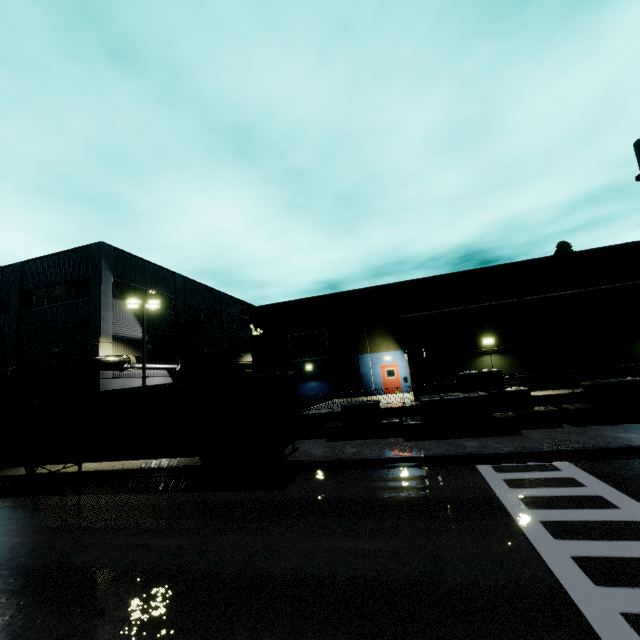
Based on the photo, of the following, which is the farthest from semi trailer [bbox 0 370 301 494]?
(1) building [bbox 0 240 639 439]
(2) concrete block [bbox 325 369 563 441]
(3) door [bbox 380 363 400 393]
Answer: (3) door [bbox 380 363 400 393]

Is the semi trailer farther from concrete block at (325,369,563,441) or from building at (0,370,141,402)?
concrete block at (325,369,563,441)

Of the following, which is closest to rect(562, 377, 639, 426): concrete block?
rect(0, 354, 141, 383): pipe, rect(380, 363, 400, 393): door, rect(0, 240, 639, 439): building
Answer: rect(0, 240, 639, 439): building

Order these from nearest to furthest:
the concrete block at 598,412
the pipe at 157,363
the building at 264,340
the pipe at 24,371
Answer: the concrete block at 598,412 → the building at 264,340 → the pipe at 24,371 → the pipe at 157,363

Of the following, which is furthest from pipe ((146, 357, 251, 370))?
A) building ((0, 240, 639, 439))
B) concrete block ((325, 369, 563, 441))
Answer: concrete block ((325, 369, 563, 441))

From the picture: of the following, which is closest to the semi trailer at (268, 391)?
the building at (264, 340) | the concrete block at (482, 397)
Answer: the building at (264, 340)

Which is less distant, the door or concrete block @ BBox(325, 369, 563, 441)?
concrete block @ BBox(325, 369, 563, 441)

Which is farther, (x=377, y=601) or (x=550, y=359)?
(x=550, y=359)
